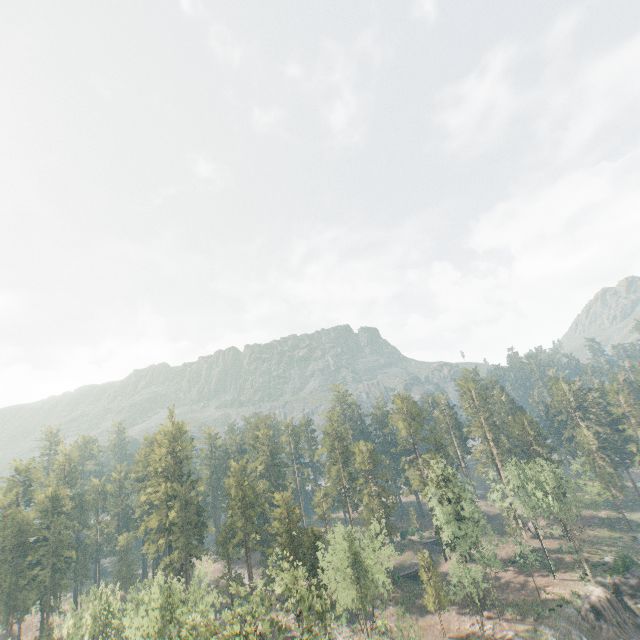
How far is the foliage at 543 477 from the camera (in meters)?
52.00

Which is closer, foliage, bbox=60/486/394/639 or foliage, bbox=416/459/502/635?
foliage, bbox=60/486/394/639

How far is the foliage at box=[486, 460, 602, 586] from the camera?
52.00m

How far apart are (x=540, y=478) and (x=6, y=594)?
99.9 meters

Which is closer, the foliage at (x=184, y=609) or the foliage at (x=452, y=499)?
the foliage at (x=184, y=609)

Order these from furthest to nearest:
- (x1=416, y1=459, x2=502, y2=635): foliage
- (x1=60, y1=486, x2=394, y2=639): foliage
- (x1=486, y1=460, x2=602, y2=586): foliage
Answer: (x1=486, y1=460, x2=602, y2=586): foliage → (x1=416, y1=459, x2=502, y2=635): foliage → (x1=60, y1=486, x2=394, y2=639): foliage
